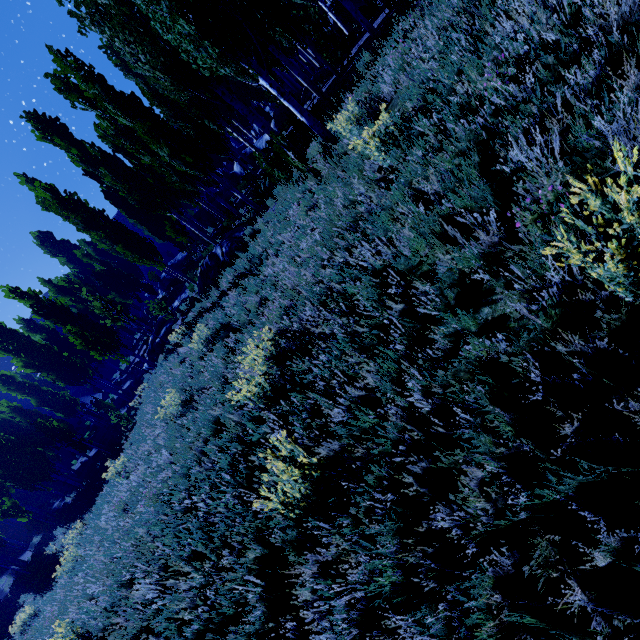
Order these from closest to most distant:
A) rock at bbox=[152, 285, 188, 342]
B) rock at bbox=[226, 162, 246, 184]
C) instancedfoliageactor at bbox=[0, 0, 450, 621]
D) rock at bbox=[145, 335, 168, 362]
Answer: instancedfoliageactor at bbox=[0, 0, 450, 621] < rock at bbox=[152, 285, 188, 342] < rock at bbox=[145, 335, 168, 362] < rock at bbox=[226, 162, 246, 184]

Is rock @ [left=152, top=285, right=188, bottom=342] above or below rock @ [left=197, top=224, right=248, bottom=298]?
above

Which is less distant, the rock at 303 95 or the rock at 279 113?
the rock at 303 95

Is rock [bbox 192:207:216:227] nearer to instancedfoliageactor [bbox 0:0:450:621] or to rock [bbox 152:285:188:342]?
instancedfoliageactor [bbox 0:0:450:621]

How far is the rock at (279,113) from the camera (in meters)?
21.34

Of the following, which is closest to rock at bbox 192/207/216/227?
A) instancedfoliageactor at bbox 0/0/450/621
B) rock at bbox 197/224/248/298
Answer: instancedfoliageactor at bbox 0/0/450/621

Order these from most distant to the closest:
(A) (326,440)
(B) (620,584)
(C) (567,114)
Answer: (A) (326,440)
(C) (567,114)
(B) (620,584)

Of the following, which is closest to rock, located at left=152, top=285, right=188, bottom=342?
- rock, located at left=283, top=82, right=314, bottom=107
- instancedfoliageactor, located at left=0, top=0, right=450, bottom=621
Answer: instancedfoliageactor, located at left=0, top=0, right=450, bottom=621
